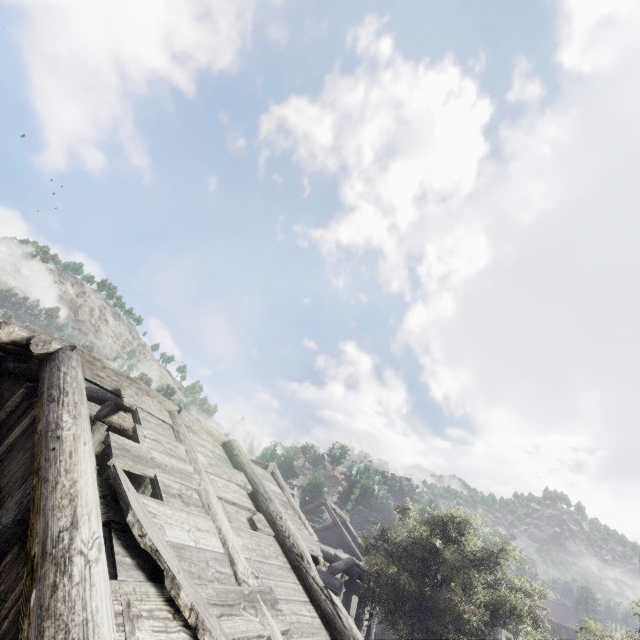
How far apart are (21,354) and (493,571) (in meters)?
17.97
